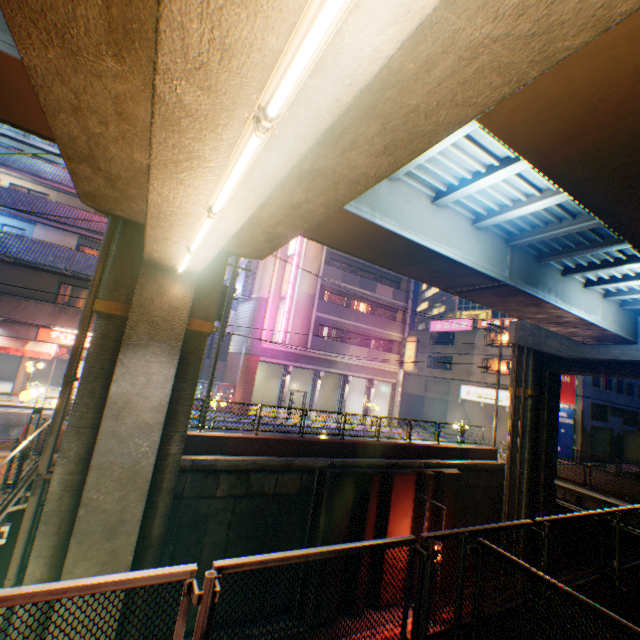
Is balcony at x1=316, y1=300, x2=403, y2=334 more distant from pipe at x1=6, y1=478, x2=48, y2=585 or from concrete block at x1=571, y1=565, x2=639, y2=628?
concrete block at x1=571, y1=565, x2=639, y2=628

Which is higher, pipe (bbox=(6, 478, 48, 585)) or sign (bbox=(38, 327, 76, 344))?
sign (bbox=(38, 327, 76, 344))

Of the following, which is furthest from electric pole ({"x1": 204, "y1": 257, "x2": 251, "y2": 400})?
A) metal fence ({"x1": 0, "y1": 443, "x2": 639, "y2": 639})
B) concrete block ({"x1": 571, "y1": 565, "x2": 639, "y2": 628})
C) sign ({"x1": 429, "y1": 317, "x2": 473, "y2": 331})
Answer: sign ({"x1": 429, "y1": 317, "x2": 473, "y2": 331})

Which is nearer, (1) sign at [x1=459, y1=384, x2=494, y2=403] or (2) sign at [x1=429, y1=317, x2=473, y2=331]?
(1) sign at [x1=459, y1=384, x2=494, y2=403]

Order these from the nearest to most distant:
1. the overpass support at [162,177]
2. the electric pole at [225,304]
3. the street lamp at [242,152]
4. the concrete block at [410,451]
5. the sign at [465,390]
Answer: the street lamp at [242,152]
the overpass support at [162,177]
the concrete block at [410,451]
the electric pole at [225,304]
the sign at [465,390]

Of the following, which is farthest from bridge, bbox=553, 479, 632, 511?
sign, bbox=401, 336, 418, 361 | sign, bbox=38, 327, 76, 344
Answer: sign, bbox=38, 327, 76, 344

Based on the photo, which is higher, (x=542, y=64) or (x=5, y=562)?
(x=542, y=64)

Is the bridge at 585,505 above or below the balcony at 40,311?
below
